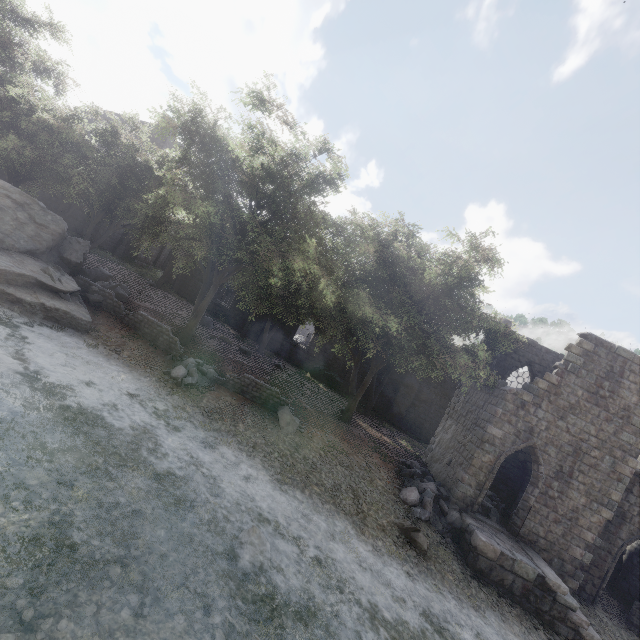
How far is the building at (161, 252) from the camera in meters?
31.9

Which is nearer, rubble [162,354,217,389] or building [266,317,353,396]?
rubble [162,354,217,389]

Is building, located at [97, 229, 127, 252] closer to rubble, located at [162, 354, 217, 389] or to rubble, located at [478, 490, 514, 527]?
rubble, located at [478, 490, 514, 527]

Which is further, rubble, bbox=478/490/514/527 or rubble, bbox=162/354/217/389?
rubble, bbox=478/490/514/527

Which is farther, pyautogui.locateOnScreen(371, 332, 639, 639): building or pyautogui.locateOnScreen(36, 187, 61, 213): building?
pyautogui.locateOnScreen(36, 187, 61, 213): building

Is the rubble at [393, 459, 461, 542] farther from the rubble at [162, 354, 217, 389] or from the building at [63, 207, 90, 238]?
the rubble at [162, 354, 217, 389]

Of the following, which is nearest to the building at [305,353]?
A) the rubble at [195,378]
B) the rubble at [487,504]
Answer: the rubble at [487,504]

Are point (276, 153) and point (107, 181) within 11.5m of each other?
yes
